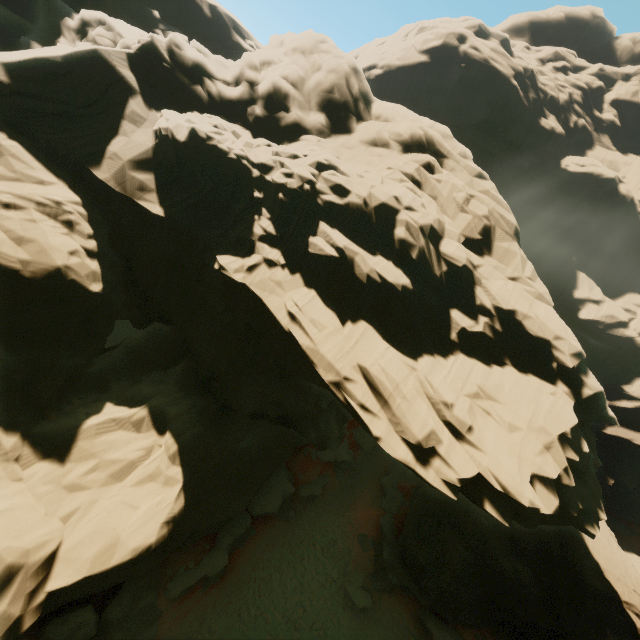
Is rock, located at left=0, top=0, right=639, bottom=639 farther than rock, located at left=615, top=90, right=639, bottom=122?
No

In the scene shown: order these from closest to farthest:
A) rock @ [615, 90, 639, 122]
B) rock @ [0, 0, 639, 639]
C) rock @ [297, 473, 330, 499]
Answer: rock @ [0, 0, 639, 639] < rock @ [297, 473, 330, 499] < rock @ [615, 90, 639, 122]

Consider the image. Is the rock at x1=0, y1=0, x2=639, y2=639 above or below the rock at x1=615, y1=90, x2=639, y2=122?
below

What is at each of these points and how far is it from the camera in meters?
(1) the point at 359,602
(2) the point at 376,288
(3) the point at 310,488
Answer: (1) rock, 19.6
(2) rock, 15.5
(3) rock, 25.5

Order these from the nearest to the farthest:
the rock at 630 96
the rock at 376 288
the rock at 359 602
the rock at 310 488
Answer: the rock at 376 288 < the rock at 359 602 < the rock at 310 488 < the rock at 630 96

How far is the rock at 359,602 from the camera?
19.6 meters
